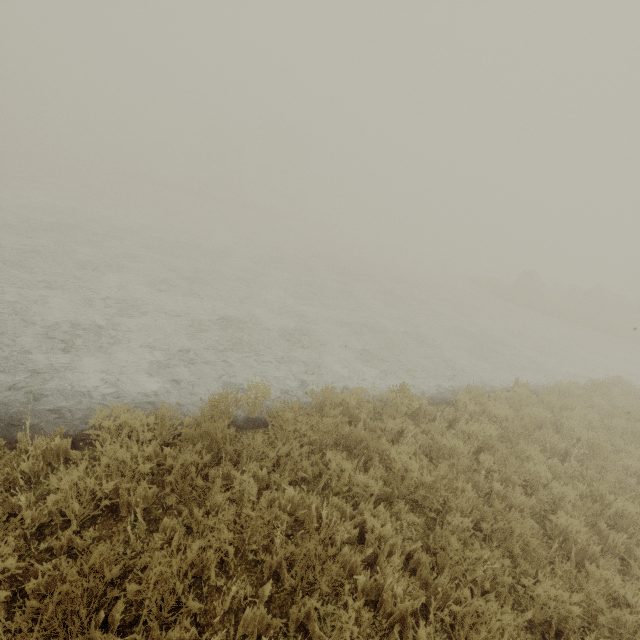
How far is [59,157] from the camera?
57.6 meters

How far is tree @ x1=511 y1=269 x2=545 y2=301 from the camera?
29.70m

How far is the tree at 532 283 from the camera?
29.70m
